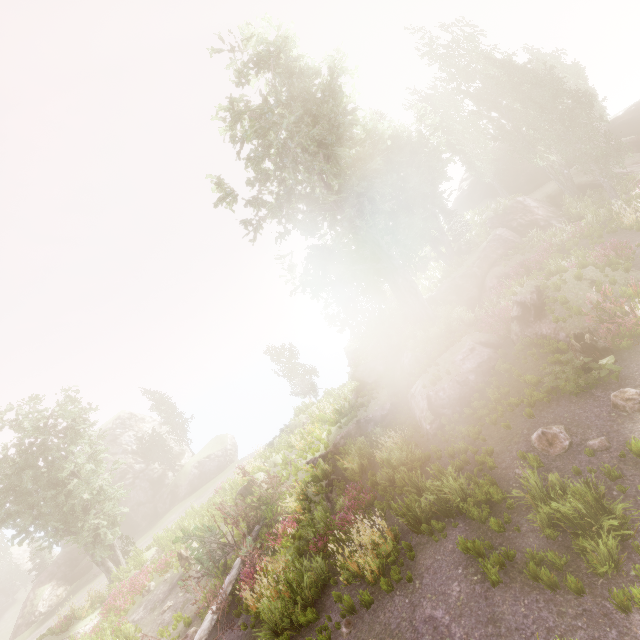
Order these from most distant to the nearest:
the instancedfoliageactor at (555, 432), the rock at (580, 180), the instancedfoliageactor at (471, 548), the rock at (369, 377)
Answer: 1. the rock at (580, 180)
2. the rock at (369, 377)
3. the instancedfoliageactor at (555, 432)
4. the instancedfoliageactor at (471, 548)

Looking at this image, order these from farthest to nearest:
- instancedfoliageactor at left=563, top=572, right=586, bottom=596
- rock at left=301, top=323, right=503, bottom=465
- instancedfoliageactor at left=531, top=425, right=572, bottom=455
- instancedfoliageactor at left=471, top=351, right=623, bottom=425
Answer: rock at left=301, top=323, right=503, bottom=465, instancedfoliageactor at left=471, top=351, right=623, bottom=425, instancedfoliageactor at left=531, top=425, right=572, bottom=455, instancedfoliageactor at left=563, top=572, right=586, bottom=596

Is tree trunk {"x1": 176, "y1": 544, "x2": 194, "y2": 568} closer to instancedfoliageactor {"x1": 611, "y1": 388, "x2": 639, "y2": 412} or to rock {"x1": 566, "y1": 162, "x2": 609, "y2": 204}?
instancedfoliageactor {"x1": 611, "y1": 388, "x2": 639, "y2": 412}

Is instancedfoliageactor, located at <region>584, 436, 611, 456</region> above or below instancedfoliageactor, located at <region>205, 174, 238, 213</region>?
below

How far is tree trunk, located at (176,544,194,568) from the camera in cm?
1753

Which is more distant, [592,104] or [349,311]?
[592,104]

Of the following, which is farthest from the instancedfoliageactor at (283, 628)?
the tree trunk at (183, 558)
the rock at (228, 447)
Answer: the tree trunk at (183, 558)

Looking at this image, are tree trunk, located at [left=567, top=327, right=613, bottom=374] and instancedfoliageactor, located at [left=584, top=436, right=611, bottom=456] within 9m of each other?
yes
